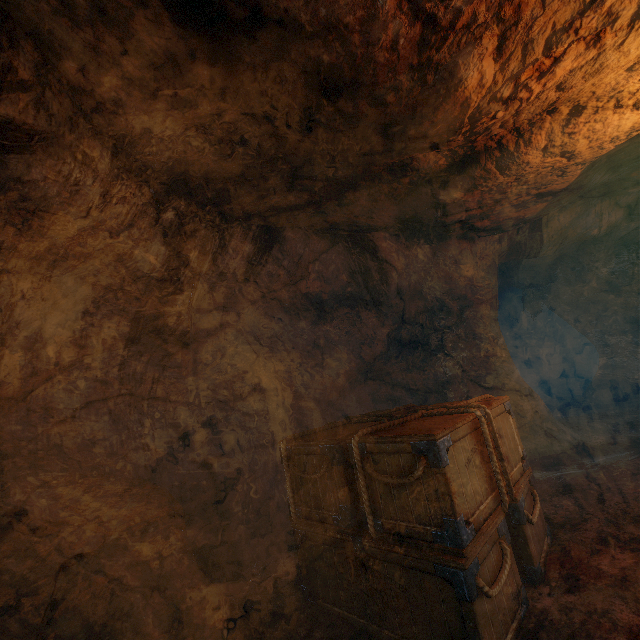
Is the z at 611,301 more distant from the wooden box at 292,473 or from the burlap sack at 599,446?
the wooden box at 292,473

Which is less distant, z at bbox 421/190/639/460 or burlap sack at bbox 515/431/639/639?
burlap sack at bbox 515/431/639/639

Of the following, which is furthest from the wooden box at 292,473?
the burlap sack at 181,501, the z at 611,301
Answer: the z at 611,301

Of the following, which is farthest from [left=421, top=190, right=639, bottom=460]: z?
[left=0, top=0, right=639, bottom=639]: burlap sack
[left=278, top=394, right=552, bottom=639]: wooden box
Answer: [left=278, top=394, right=552, bottom=639]: wooden box

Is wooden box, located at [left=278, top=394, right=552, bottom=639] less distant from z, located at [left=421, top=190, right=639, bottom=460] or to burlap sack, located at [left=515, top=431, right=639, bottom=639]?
burlap sack, located at [left=515, top=431, right=639, bottom=639]

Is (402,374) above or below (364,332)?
below
